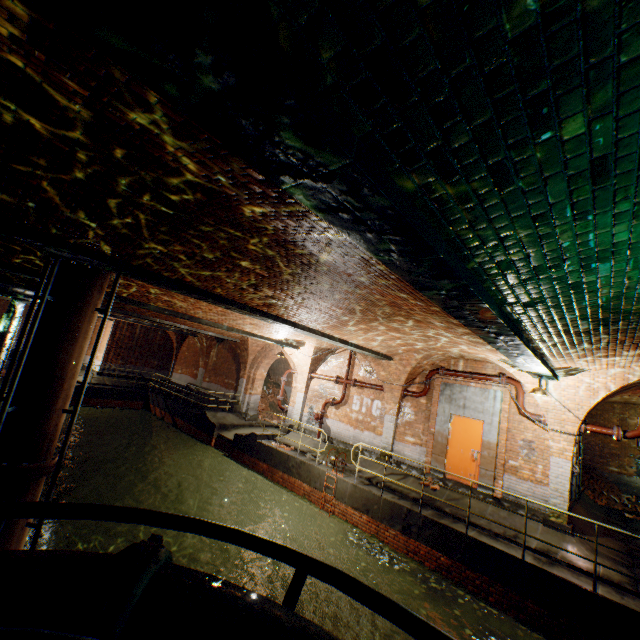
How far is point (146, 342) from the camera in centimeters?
2420cm

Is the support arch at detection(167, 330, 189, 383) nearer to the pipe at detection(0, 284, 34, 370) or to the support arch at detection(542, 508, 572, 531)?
the pipe at detection(0, 284, 34, 370)

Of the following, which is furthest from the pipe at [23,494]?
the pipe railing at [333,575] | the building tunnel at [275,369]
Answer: the building tunnel at [275,369]

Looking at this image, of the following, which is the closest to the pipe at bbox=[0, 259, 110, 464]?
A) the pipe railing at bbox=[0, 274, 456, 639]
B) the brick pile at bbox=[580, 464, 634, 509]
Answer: the pipe railing at bbox=[0, 274, 456, 639]

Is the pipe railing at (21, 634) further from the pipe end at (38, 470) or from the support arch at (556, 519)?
the support arch at (556, 519)

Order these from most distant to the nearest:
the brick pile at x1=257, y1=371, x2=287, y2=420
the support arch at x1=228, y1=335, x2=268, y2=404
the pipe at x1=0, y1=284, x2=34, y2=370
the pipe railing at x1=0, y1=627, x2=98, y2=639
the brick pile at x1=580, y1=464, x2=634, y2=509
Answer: the brick pile at x1=257, y1=371, x2=287, y2=420
the support arch at x1=228, y1=335, x2=268, y2=404
the brick pile at x1=580, y1=464, x2=634, y2=509
the pipe at x1=0, y1=284, x2=34, y2=370
the pipe railing at x1=0, y1=627, x2=98, y2=639

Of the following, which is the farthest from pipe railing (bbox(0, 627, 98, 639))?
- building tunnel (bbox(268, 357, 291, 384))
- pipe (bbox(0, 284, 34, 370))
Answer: building tunnel (bbox(268, 357, 291, 384))

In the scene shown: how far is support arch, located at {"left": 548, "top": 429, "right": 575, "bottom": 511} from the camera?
8.7m
